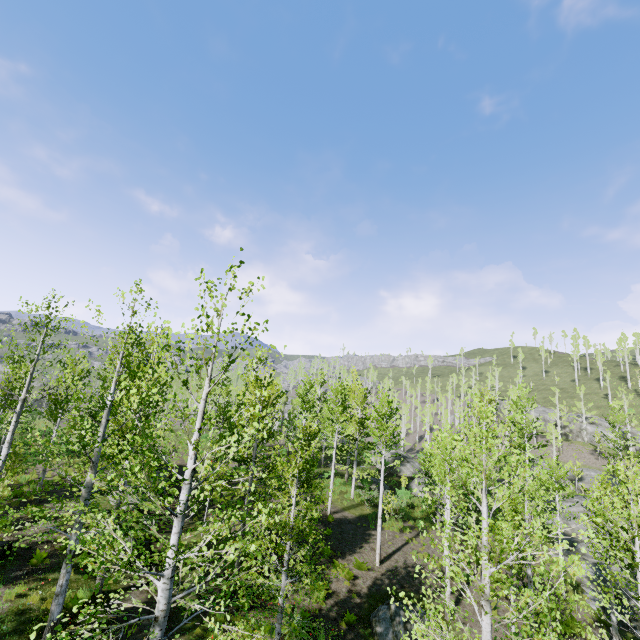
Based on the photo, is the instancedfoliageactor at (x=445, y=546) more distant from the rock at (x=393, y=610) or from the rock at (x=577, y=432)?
the rock at (x=577, y=432)

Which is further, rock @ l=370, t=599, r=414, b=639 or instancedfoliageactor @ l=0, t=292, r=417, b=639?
rock @ l=370, t=599, r=414, b=639

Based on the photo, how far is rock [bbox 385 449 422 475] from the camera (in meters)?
38.03

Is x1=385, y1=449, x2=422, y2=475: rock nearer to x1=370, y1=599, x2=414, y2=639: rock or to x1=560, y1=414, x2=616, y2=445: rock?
x1=370, y1=599, x2=414, y2=639: rock

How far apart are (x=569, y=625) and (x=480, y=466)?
35.5m

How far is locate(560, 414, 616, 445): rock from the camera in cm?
5125

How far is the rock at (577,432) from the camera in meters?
51.2 m

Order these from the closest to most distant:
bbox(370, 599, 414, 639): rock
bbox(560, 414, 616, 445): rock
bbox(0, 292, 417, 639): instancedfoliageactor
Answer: bbox(0, 292, 417, 639): instancedfoliageactor
bbox(370, 599, 414, 639): rock
bbox(560, 414, 616, 445): rock
